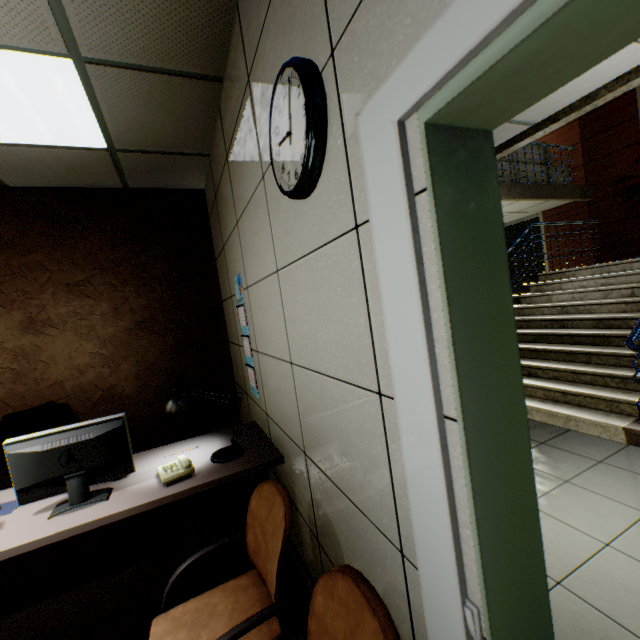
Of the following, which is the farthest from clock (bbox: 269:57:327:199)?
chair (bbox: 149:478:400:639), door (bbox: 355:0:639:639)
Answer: chair (bbox: 149:478:400:639)

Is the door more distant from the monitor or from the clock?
the monitor

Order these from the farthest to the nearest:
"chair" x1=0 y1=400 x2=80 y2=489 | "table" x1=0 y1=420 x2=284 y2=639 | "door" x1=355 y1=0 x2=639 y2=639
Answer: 1. "chair" x1=0 y1=400 x2=80 y2=489
2. "table" x1=0 y1=420 x2=284 y2=639
3. "door" x1=355 y1=0 x2=639 y2=639

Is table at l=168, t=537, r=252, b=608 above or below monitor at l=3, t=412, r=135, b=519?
below

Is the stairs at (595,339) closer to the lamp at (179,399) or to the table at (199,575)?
the table at (199,575)

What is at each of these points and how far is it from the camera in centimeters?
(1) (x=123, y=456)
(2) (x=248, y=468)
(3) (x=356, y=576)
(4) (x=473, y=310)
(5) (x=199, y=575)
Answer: (1) monitor, 177cm
(2) table, 184cm
(3) chair, 96cm
(4) door, 69cm
(5) table, 178cm

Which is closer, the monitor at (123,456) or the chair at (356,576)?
the chair at (356,576)

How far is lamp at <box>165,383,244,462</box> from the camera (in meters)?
1.99
